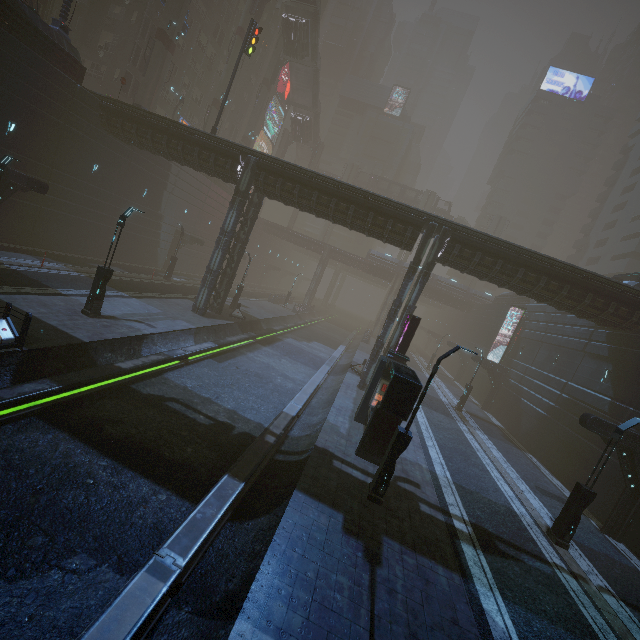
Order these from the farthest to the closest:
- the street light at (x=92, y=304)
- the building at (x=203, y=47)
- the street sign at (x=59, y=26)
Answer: the building at (x=203, y=47) < the street sign at (x=59, y=26) < the street light at (x=92, y=304)

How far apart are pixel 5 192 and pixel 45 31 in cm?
1028

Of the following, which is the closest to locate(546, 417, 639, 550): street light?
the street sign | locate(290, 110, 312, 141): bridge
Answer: the street sign

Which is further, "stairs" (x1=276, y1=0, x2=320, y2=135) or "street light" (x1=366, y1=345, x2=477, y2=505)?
"stairs" (x1=276, y1=0, x2=320, y2=135)

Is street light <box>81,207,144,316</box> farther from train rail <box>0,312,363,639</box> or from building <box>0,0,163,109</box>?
building <box>0,0,163,109</box>

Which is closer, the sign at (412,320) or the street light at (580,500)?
the street light at (580,500)

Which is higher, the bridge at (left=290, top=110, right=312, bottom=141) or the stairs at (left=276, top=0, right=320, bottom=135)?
the stairs at (left=276, top=0, right=320, bottom=135)

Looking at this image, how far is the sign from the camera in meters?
17.3
